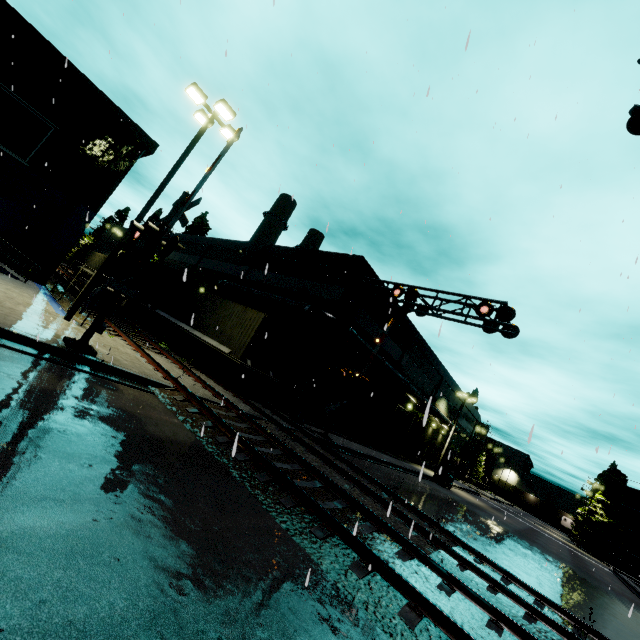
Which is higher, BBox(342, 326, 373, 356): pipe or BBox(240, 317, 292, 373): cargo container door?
BBox(342, 326, 373, 356): pipe

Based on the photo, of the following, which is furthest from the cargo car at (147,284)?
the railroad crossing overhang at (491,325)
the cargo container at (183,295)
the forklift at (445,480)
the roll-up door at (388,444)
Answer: the forklift at (445,480)

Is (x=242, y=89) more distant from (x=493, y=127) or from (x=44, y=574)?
(x=44, y=574)

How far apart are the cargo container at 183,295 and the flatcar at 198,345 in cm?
1

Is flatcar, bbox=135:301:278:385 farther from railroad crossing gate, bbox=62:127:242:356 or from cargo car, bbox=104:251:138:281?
railroad crossing gate, bbox=62:127:242:356

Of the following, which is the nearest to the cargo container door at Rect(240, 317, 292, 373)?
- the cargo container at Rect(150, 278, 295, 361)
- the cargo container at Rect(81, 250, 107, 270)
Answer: the cargo container at Rect(150, 278, 295, 361)

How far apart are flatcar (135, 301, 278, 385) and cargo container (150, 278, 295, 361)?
0.01m

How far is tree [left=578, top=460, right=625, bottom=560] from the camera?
48.19m
